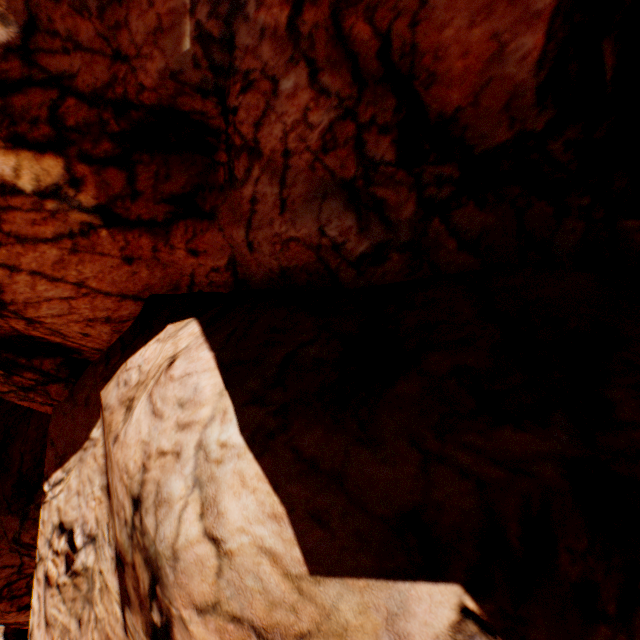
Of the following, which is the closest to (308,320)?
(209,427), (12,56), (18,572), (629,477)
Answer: (209,427)
